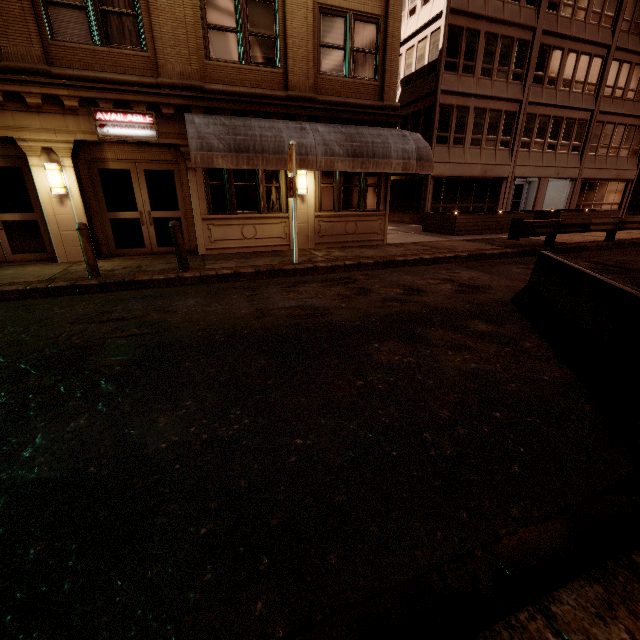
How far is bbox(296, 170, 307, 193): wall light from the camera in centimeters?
1076cm

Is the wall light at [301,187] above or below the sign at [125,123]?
below

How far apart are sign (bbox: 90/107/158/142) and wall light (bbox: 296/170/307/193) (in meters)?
4.14

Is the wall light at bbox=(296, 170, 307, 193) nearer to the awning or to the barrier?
the awning

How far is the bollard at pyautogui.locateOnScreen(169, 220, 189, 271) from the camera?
7.80m

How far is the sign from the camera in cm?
857

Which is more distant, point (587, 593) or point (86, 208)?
point (86, 208)

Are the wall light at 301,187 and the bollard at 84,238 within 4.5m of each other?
no
